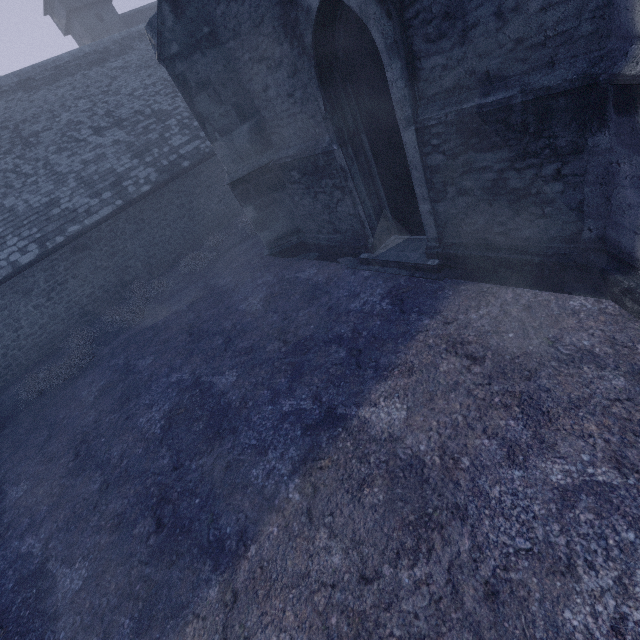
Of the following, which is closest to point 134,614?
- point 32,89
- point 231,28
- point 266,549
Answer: point 266,549
